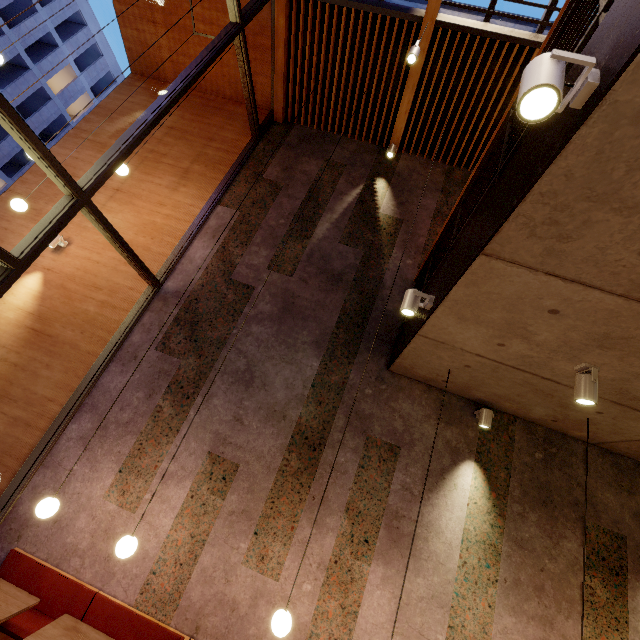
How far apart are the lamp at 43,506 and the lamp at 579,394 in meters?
4.6

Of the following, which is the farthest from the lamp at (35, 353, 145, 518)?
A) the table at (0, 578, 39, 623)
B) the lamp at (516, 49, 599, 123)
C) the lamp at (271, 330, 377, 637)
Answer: the lamp at (516, 49, 599, 123)

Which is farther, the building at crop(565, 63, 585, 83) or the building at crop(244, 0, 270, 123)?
the building at crop(244, 0, 270, 123)

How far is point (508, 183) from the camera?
2.06m

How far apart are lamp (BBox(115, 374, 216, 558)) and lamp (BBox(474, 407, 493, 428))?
3.52m

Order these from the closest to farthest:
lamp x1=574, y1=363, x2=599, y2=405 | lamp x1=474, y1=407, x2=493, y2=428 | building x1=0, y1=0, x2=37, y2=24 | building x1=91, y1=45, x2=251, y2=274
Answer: lamp x1=574, y1=363, x2=599, y2=405 → lamp x1=474, y1=407, x2=493, y2=428 → building x1=91, y1=45, x2=251, y2=274 → building x1=0, y1=0, x2=37, y2=24

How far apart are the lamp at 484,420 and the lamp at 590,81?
3.93m

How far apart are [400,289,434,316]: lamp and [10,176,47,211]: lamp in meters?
Answer: 5.7
